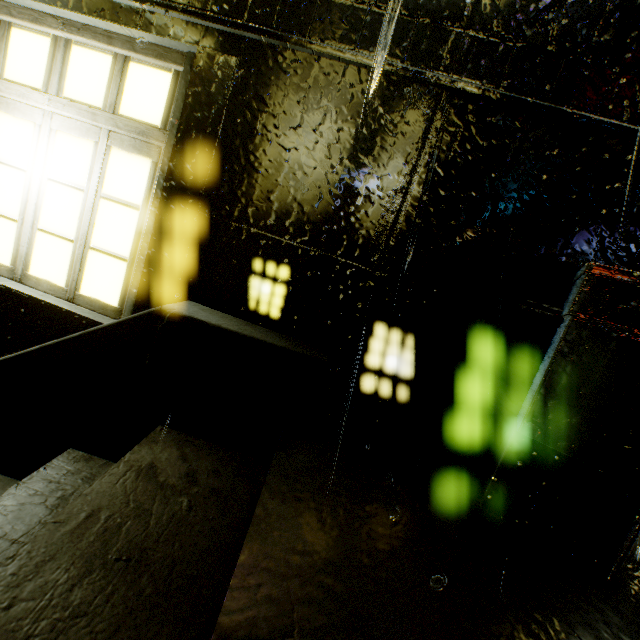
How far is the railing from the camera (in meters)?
1.95

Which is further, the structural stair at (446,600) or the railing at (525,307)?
the railing at (525,307)

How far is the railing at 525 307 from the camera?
1.95m

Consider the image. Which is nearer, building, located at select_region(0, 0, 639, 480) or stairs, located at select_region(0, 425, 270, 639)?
stairs, located at select_region(0, 425, 270, 639)

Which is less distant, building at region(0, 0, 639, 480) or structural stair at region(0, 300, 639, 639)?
structural stair at region(0, 300, 639, 639)

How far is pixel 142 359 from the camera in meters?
2.0

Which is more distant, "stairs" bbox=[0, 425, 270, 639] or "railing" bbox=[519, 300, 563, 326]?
"railing" bbox=[519, 300, 563, 326]

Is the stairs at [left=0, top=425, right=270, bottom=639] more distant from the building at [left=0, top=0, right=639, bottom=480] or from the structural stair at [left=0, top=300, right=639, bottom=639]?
the building at [left=0, top=0, right=639, bottom=480]
